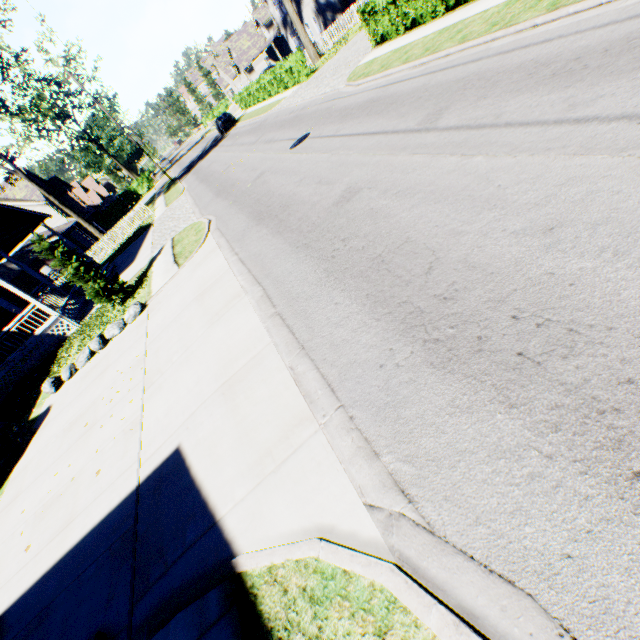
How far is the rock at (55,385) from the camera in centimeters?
1110cm

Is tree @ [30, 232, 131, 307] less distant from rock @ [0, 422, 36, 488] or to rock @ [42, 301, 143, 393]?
rock @ [42, 301, 143, 393]

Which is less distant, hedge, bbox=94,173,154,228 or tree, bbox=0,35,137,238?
tree, bbox=0,35,137,238

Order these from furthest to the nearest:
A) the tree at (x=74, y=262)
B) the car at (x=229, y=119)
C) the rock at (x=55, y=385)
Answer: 1. the car at (x=229, y=119)
2. the tree at (x=74, y=262)
3. the rock at (x=55, y=385)

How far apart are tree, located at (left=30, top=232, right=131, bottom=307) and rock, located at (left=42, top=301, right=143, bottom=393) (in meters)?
1.88

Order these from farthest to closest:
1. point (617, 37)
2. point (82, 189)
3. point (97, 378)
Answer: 1. point (82, 189)
2. point (97, 378)
3. point (617, 37)

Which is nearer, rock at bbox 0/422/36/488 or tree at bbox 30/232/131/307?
rock at bbox 0/422/36/488

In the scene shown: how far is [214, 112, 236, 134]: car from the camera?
35.6 meters
